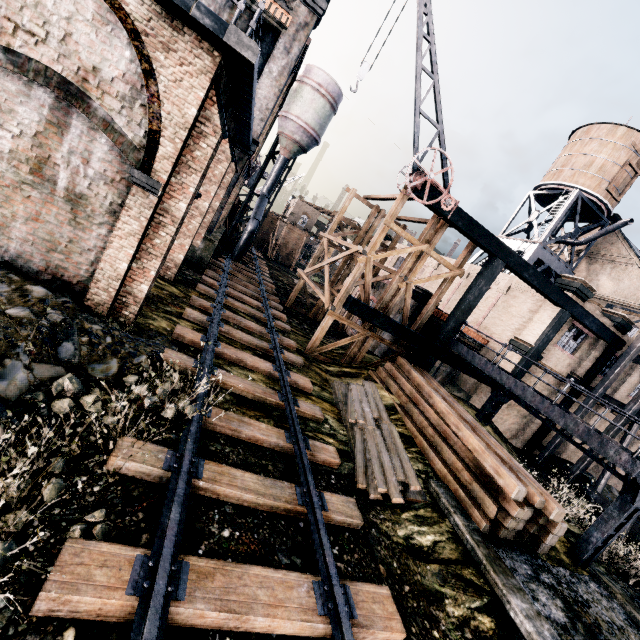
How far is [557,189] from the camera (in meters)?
30.73

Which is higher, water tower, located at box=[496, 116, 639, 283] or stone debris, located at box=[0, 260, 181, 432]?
water tower, located at box=[496, 116, 639, 283]

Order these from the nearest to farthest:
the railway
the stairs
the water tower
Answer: the railway
the stairs
the water tower

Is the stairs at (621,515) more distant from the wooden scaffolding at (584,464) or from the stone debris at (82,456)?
the stone debris at (82,456)

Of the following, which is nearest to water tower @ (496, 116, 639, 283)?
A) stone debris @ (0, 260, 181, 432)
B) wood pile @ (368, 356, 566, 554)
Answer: wood pile @ (368, 356, 566, 554)

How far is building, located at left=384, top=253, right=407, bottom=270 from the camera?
37.89m

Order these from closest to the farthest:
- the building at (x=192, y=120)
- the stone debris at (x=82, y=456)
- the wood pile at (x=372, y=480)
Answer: the stone debris at (x=82, y=456) < the building at (x=192, y=120) < the wood pile at (x=372, y=480)

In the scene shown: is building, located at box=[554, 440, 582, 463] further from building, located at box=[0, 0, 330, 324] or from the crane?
building, located at box=[0, 0, 330, 324]
